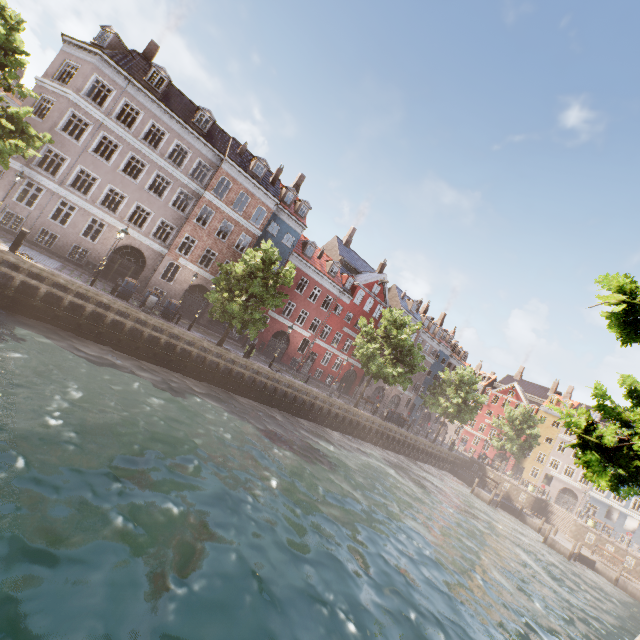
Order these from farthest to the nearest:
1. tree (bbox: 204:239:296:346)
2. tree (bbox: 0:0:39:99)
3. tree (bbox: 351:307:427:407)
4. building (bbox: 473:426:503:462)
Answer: building (bbox: 473:426:503:462) < tree (bbox: 351:307:427:407) < tree (bbox: 204:239:296:346) < tree (bbox: 0:0:39:99)

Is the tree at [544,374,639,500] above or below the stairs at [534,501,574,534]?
above

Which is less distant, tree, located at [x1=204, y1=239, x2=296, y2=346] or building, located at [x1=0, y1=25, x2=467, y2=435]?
tree, located at [x1=204, y1=239, x2=296, y2=346]

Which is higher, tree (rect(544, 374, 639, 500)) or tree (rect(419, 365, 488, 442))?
tree (rect(419, 365, 488, 442))

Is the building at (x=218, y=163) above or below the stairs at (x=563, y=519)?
above

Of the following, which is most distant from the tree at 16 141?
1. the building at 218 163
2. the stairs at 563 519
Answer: the stairs at 563 519

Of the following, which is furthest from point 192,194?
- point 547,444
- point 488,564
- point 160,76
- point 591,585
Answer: point 547,444

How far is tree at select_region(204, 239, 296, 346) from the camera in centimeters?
2084cm
